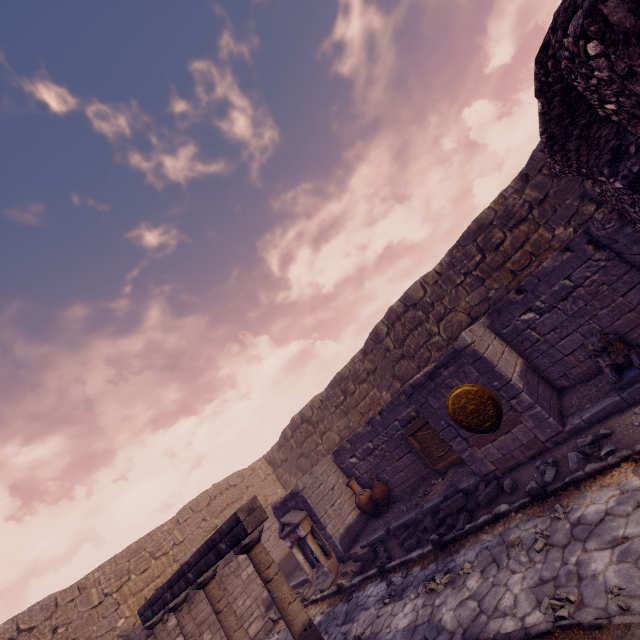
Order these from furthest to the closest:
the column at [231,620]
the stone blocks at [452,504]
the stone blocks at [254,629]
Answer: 1. the stone blocks at [254,629]
2. the stone blocks at [452,504]
3. the column at [231,620]

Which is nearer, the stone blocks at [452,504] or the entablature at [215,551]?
the entablature at [215,551]

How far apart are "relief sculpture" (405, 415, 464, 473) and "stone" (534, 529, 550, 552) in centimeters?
364cm

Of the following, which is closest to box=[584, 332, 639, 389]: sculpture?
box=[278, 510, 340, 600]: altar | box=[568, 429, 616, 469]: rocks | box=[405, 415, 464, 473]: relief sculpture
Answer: box=[568, 429, 616, 469]: rocks

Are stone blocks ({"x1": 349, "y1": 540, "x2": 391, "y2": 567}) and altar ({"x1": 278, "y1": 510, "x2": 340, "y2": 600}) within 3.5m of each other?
yes

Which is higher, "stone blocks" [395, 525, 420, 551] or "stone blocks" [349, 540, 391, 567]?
"stone blocks" [349, 540, 391, 567]

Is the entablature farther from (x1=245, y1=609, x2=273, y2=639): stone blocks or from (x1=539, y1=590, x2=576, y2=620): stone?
(x1=245, y1=609, x2=273, y2=639): stone blocks

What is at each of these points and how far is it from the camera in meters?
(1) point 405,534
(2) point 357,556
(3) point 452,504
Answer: (1) stone blocks, 7.4 m
(2) stone blocks, 8.1 m
(3) stone blocks, 6.4 m
